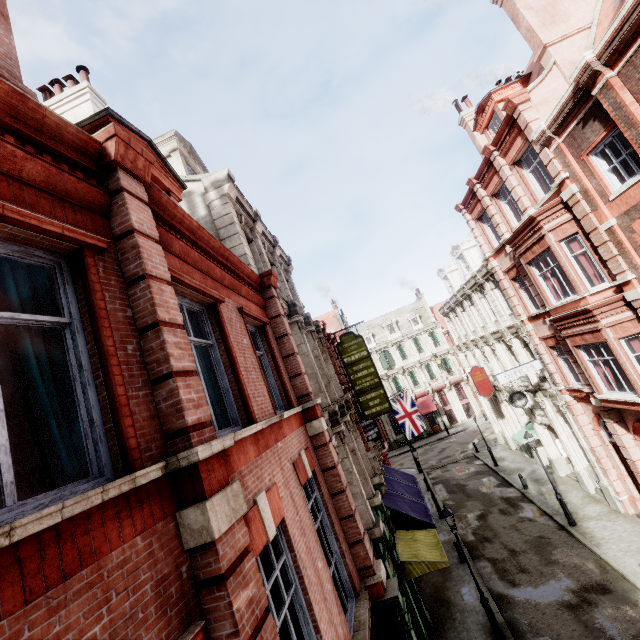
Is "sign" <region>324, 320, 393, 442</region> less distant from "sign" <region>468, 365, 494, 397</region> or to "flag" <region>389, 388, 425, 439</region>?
"flag" <region>389, 388, 425, 439</region>

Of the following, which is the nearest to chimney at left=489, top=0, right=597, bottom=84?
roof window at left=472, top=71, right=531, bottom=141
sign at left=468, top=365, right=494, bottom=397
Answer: roof window at left=472, top=71, right=531, bottom=141

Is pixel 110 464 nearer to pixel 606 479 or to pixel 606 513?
pixel 606 479

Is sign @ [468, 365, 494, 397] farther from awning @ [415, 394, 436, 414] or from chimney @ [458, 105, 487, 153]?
awning @ [415, 394, 436, 414]

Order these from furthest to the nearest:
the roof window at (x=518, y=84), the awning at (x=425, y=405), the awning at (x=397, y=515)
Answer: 1. the awning at (x=425, y=405)
2. the roof window at (x=518, y=84)
3. the awning at (x=397, y=515)

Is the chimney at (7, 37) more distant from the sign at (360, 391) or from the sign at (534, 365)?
the sign at (534, 365)

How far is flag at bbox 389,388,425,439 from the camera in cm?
2400

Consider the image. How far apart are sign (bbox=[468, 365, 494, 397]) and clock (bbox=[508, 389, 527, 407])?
5.0m
